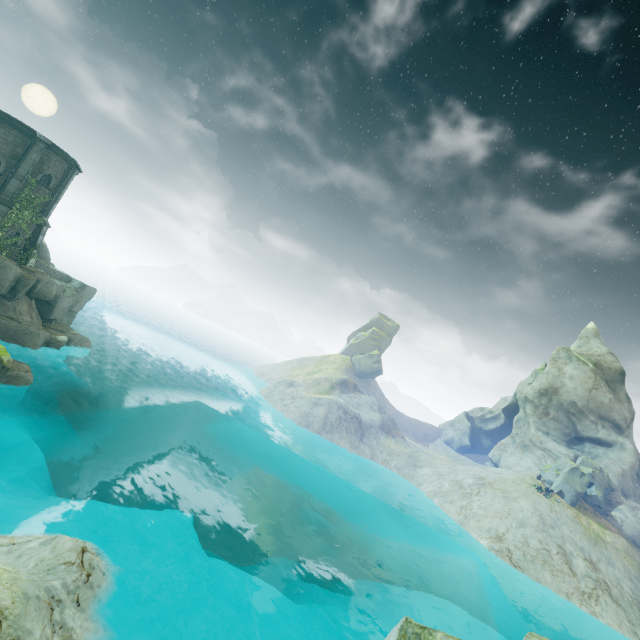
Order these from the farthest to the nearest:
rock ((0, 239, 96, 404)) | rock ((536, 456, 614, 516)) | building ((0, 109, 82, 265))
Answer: rock ((536, 456, 614, 516)) → building ((0, 109, 82, 265)) → rock ((0, 239, 96, 404))

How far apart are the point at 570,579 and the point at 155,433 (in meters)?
41.88

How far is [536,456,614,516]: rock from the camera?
34.38m

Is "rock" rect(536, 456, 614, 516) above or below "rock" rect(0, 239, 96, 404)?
above

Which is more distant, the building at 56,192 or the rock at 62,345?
the building at 56,192

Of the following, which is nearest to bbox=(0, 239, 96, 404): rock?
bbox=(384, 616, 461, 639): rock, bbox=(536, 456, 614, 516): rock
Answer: bbox=(384, 616, 461, 639): rock

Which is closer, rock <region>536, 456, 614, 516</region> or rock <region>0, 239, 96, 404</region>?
rock <region>0, 239, 96, 404</region>

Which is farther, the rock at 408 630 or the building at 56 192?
the building at 56 192
